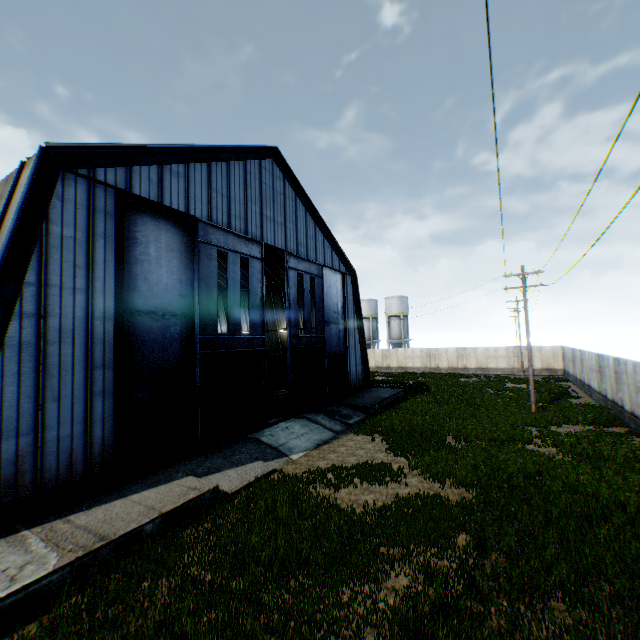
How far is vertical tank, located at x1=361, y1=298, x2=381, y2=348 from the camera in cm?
5834

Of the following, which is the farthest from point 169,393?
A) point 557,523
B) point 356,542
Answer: point 557,523

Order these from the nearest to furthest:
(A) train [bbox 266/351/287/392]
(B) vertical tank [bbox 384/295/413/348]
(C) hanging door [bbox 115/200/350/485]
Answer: (C) hanging door [bbox 115/200/350/485], (A) train [bbox 266/351/287/392], (B) vertical tank [bbox 384/295/413/348]

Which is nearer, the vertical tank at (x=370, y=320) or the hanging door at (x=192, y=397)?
the hanging door at (x=192, y=397)

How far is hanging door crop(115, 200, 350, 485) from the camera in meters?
12.7

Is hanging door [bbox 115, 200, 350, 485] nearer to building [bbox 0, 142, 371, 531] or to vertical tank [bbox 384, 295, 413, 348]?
building [bbox 0, 142, 371, 531]

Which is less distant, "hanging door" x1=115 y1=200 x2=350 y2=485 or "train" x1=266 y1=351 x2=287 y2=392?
"hanging door" x1=115 y1=200 x2=350 y2=485

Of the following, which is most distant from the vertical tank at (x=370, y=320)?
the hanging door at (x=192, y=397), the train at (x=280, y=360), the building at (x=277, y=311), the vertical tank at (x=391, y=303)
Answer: the hanging door at (x=192, y=397)
